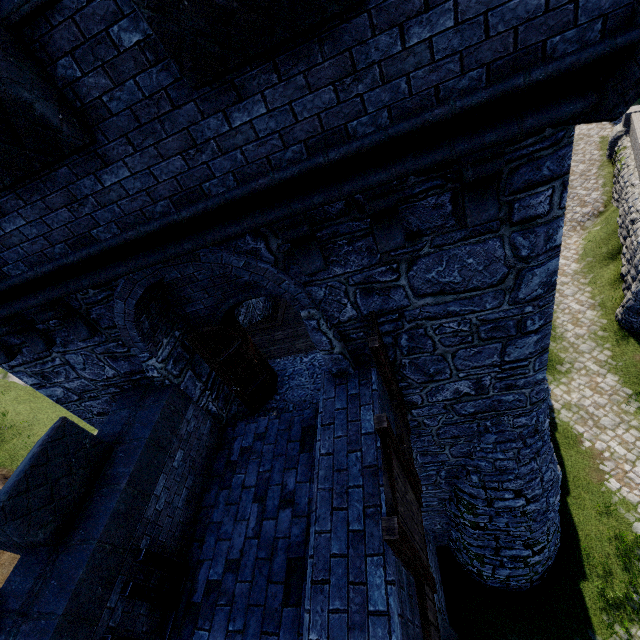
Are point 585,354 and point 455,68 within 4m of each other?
no

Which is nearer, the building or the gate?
the building

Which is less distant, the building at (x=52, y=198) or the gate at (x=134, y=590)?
the building at (x=52, y=198)
